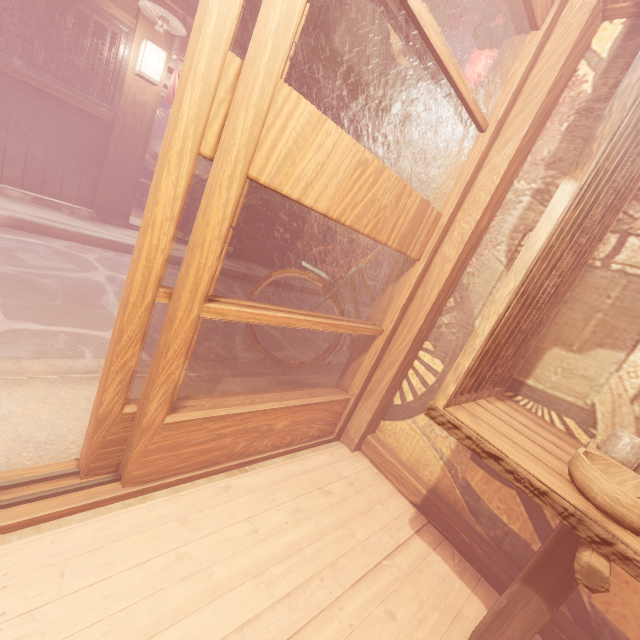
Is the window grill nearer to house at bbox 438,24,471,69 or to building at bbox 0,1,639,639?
house at bbox 438,24,471,69

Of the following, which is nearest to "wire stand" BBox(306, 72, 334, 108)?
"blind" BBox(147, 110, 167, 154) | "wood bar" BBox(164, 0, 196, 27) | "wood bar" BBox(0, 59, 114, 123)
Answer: "wood bar" BBox(164, 0, 196, 27)

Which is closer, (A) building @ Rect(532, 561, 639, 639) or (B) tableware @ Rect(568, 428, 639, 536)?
(B) tableware @ Rect(568, 428, 639, 536)

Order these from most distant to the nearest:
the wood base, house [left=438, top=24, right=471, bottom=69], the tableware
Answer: house [left=438, top=24, right=471, bottom=69]
the wood base
the tableware

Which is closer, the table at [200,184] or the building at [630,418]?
the building at [630,418]

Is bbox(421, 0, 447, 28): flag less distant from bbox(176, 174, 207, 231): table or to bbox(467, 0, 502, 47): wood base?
bbox(467, 0, 502, 47): wood base

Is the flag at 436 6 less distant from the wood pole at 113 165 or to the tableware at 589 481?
the tableware at 589 481

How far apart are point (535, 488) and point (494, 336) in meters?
0.9
